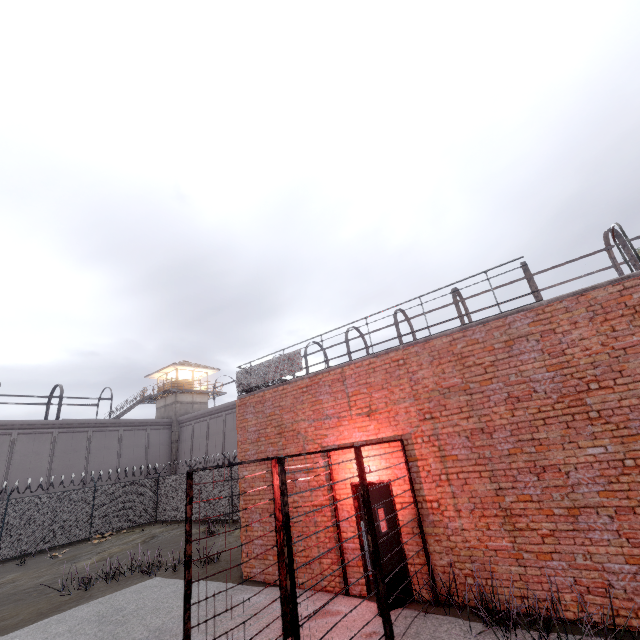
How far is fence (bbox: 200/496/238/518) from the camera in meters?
17.8 m

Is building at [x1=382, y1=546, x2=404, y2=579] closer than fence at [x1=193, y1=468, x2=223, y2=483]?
Yes

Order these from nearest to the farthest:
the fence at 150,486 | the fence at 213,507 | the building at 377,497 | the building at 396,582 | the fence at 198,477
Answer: the building at 396,582
the building at 377,497
the fence at 150,486
the fence at 213,507
the fence at 198,477

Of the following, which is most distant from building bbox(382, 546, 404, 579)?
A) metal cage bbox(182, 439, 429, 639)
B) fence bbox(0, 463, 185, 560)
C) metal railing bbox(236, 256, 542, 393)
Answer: fence bbox(0, 463, 185, 560)

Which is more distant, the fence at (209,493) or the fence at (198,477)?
the fence at (198,477)

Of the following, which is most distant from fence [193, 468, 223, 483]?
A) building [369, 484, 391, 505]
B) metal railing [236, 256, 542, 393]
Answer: building [369, 484, 391, 505]

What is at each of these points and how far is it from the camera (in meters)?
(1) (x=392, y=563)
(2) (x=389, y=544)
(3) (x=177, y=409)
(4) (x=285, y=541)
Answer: (1) building, 6.43
(2) building, 6.56
(3) building, 34.41
(4) metal cage, 3.77
